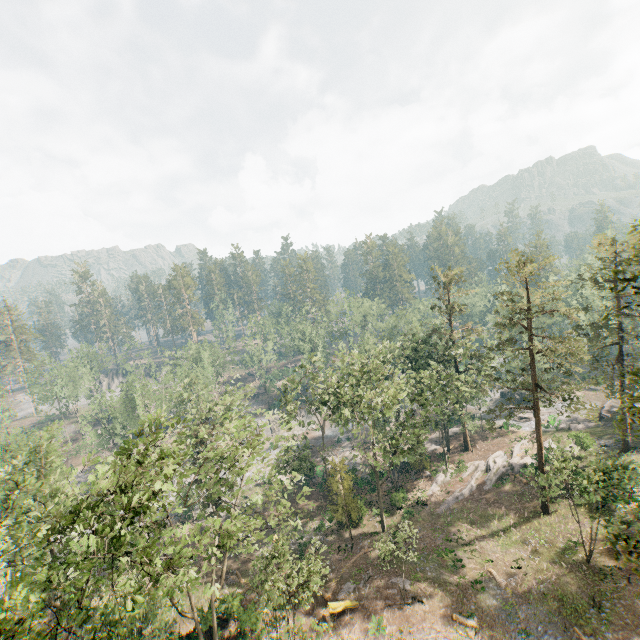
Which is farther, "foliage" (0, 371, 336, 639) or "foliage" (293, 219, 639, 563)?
"foliage" (293, 219, 639, 563)

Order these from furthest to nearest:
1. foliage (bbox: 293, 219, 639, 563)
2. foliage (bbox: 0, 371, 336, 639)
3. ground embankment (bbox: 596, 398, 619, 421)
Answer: ground embankment (bbox: 596, 398, 619, 421) < foliage (bbox: 293, 219, 639, 563) < foliage (bbox: 0, 371, 336, 639)

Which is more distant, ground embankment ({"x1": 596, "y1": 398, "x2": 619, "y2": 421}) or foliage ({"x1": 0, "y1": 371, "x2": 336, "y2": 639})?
ground embankment ({"x1": 596, "y1": 398, "x2": 619, "y2": 421})

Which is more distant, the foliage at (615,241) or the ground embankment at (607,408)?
the ground embankment at (607,408)

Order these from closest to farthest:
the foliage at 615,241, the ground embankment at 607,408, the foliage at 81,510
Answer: the foliage at 81,510 < the foliage at 615,241 < the ground embankment at 607,408

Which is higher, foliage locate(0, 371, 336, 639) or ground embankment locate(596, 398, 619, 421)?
foliage locate(0, 371, 336, 639)

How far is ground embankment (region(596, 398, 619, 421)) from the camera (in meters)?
44.88

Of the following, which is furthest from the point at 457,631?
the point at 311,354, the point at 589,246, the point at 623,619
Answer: the point at 589,246
